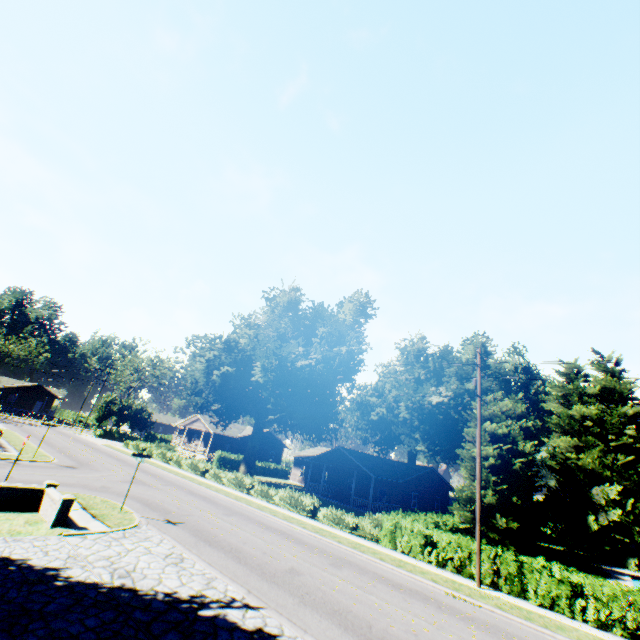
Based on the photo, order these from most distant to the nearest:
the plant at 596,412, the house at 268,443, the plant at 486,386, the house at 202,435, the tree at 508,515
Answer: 1. the house at 268,443
2. the house at 202,435
3. the plant at 486,386
4. the plant at 596,412
5. the tree at 508,515

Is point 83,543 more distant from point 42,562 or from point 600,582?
point 600,582

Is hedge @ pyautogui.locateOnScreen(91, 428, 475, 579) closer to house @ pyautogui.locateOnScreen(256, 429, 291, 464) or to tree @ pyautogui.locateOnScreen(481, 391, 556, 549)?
tree @ pyautogui.locateOnScreen(481, 391, 556, 549)

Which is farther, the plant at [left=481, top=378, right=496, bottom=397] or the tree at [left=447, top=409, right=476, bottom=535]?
the plant at [left=481, top=378, right=496, bottom=397]

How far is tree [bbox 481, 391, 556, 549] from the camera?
25.62m

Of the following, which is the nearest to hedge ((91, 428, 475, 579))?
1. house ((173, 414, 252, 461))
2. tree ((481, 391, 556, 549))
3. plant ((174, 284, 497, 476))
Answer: tree ((481, 391, 556, 549))

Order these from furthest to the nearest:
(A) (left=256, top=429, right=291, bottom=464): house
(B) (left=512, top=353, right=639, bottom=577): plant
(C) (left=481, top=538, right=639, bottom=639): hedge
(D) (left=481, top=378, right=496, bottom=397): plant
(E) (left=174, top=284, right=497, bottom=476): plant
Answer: (A) (left=256, top=429, right=291, bottom=464): house < (D) (left=481, top=378, right=496, bottom=397): plant < (B) (left=512, top=353, right=639, bottom=577): plant < (E) (left=174, top=284, right=497, bottom=476): plant < (C) (left=481, top=538, right=639, bottom=639): hedge

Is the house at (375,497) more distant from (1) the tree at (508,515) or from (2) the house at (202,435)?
(2) the house at (202,435)
